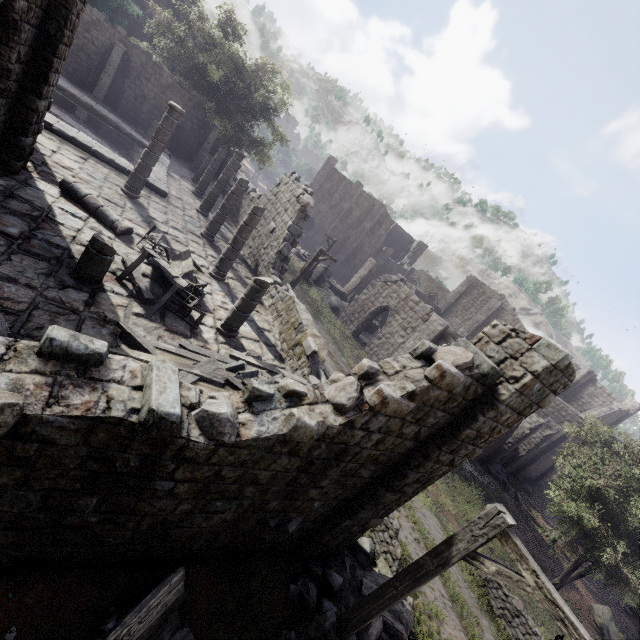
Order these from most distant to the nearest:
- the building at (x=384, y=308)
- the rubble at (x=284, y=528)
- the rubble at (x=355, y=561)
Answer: the rubble at (x=355, y=561) < the rubble at (x=284, y=528) < the building at (x=384, y=308)

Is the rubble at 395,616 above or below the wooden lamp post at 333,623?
below

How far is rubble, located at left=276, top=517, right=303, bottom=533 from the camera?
6.18m

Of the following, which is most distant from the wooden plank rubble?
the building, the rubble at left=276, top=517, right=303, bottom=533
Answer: the rubble at left=276, top=517, right=303, bottom=533

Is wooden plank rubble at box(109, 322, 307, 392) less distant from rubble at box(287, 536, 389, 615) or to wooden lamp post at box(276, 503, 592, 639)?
wooden lamp post at box(276, 503, 592, 639)

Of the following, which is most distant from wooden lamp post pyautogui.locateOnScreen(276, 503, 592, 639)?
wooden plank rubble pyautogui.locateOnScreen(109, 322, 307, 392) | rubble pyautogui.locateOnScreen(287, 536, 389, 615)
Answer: wooden plank rubble pyautogui.locateOnScreen(109, 322, 307, 392)

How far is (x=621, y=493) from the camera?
14.59m

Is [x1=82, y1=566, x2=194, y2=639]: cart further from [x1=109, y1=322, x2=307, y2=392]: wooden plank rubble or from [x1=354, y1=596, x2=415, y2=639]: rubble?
[x1=354, y1=596, x2=415, y2=639]: rubble
